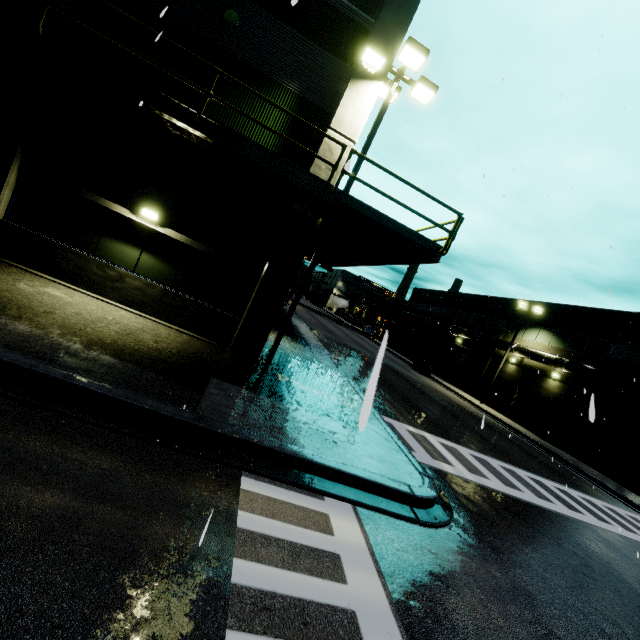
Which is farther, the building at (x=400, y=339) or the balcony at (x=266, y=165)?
the building at (x=400, y=339)

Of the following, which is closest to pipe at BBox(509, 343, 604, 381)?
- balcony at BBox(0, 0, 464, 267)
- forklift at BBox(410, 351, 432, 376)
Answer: balcony at BBox(0, 0, 464, 267)

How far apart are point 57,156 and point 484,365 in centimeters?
3542cm

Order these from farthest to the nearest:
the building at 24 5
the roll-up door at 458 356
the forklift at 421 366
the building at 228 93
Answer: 1. the roll-up door at 458 356
2. the forklift at 421 366
3. the building at 228 93
4. the building at 24 5

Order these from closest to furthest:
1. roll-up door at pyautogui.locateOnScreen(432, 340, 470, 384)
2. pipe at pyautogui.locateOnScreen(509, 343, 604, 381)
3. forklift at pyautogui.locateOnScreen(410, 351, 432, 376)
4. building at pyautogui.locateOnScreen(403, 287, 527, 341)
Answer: pipe at pyautogui.locateOnScreen(509, 343, 604, 381) → building at pyautogui.locateOnScreen(403, 287, 527, 341) → forklift at pyautogui.locateOnScreen(410, 351, 432, 376) → roll-up door at pyautogui.locateOnScreen(432, 340, 470, 384)

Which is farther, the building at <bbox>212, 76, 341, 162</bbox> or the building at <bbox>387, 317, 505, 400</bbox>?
the building at <bbox>387, 317, 505, 400</bbox>

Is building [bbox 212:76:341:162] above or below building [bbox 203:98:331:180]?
above

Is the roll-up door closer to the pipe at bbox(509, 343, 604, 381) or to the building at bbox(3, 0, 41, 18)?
the building at bbox(3, 0, 41, 18)
